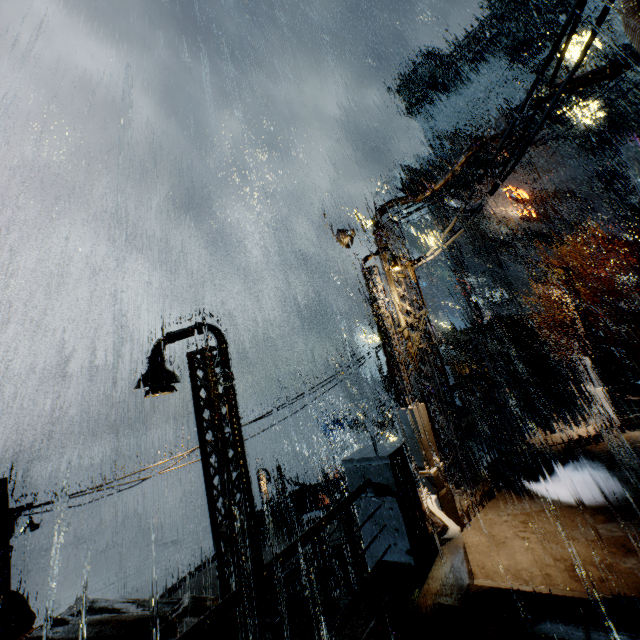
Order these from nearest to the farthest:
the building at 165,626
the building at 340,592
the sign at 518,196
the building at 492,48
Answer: the building at 340,592, the building at 165,626, the building at 492,48, the sign at 518,196

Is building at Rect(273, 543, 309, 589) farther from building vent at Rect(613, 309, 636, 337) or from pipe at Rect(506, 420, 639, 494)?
building vent at Rect(613, 309, 636, 337)

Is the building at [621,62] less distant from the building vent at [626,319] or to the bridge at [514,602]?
the bridge at [514,602]

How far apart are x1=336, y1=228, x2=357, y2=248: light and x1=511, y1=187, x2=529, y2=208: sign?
41.2 meters

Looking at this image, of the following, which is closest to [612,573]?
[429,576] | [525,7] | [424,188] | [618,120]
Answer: [429,576]

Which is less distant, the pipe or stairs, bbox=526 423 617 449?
the pipe

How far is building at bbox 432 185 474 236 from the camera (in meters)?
53.31
